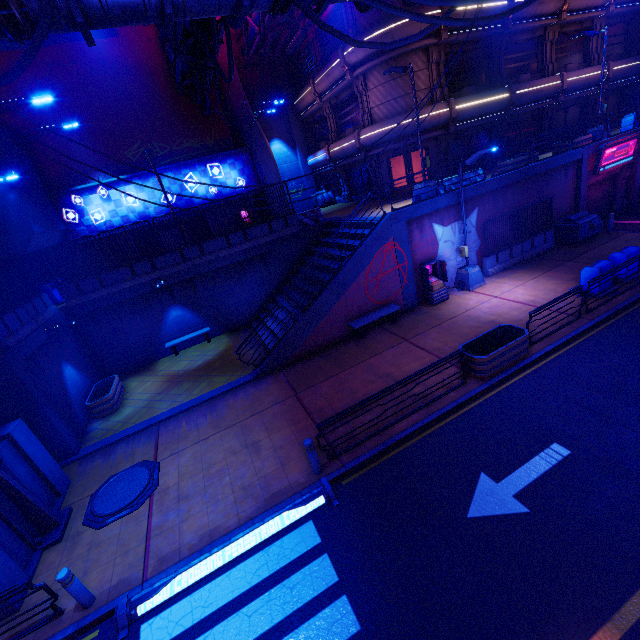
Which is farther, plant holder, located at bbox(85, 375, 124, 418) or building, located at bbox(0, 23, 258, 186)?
building, located at bbox(0, 23, 258, 186)

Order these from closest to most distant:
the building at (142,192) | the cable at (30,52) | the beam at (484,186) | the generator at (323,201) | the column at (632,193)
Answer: the cable at (30,52)
the beam at (484,186)
the building at (142,192)
the column at (632,193)
the generator at (323,201)

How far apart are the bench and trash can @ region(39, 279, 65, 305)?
15.11m

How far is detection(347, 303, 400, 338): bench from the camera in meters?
13.9

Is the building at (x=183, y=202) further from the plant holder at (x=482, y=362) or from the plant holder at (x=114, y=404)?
the plant holder at (x=482, y=362)

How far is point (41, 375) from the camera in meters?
11.6

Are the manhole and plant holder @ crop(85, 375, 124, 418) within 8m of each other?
yes

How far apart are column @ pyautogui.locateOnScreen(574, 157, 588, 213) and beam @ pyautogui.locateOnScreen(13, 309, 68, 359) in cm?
2718
